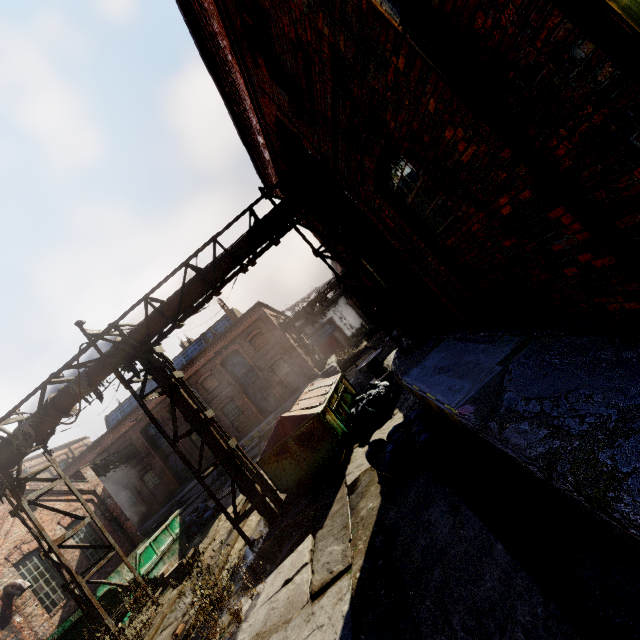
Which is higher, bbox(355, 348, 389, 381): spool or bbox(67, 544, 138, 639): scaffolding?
bbox(67, 544, 138, 639): scaffolding

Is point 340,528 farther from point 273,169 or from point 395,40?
point 273,169

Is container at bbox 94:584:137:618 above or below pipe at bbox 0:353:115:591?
below

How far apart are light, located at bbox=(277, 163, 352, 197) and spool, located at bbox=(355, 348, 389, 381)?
8.2m

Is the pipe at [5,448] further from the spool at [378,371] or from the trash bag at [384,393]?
the spool at [378,371]

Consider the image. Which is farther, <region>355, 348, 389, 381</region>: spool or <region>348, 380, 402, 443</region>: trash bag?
<region>355, 348, 389, 381</region>: spool

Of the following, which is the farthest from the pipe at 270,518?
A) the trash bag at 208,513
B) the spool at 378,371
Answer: the trash bag at 208,513

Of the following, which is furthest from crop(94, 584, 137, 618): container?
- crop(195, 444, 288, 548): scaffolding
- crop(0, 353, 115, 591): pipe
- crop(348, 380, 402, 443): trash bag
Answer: crop(348, 380, 402, 443): trash bag
